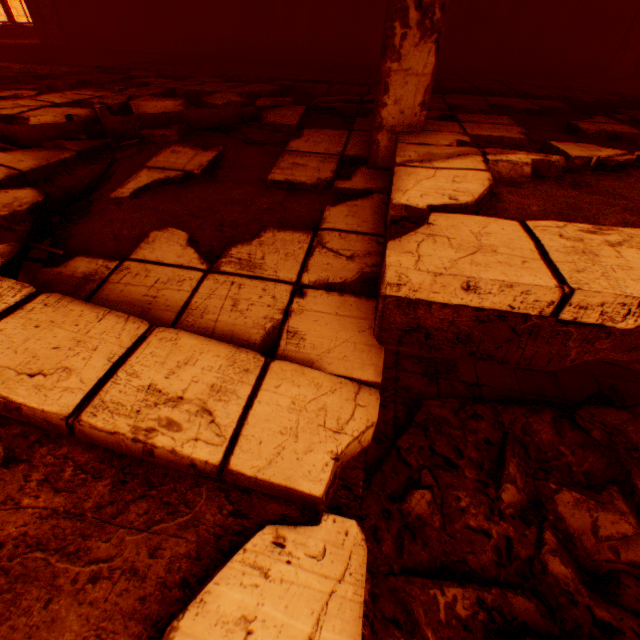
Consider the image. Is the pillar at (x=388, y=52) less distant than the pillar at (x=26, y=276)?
Yes

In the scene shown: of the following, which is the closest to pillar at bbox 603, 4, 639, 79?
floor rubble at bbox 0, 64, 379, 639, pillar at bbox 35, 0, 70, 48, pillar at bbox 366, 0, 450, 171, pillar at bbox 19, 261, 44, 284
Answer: floor rubble at bbox 0, 64, 379, 639

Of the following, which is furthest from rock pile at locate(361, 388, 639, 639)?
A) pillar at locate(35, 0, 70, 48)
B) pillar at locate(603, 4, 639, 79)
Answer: pillar at locate(35, 0, 70, 48)

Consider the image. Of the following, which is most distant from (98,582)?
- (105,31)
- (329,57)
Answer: (105,31)

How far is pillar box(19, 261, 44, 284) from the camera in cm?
454

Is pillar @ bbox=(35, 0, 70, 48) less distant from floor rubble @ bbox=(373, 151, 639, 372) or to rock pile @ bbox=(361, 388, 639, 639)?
floor rubble @ bbox=(373, 151, 639, 372)

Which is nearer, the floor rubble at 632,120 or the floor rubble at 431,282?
the floor rubble at 431,282

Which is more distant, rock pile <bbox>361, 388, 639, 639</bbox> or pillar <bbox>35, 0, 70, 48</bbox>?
pillar <bbox>35, 0, 70, 48</bbox>
